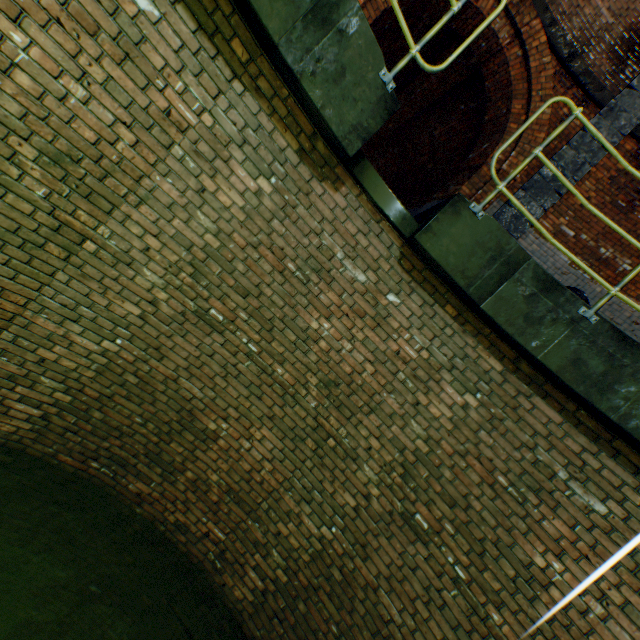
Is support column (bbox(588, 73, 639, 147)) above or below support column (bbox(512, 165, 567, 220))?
above

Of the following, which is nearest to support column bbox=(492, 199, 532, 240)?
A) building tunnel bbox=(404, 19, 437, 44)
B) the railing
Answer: building tunnel bbox=(404, 19, 437, 44)

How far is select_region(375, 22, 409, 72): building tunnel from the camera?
7.9 meters

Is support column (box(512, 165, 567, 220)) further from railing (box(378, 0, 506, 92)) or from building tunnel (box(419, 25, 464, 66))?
railing (box(378, 0, 506, 92))

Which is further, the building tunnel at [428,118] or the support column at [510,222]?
the building tunnel at [428,118]

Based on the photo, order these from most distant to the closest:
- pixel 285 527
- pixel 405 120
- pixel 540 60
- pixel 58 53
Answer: pixel 405 120 < pixel 540 60 < pixel 285 527 < pixel 58 53

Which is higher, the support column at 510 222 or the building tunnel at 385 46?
the building tunnel at 385 46

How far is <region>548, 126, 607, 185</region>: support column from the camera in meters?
6.1 m
